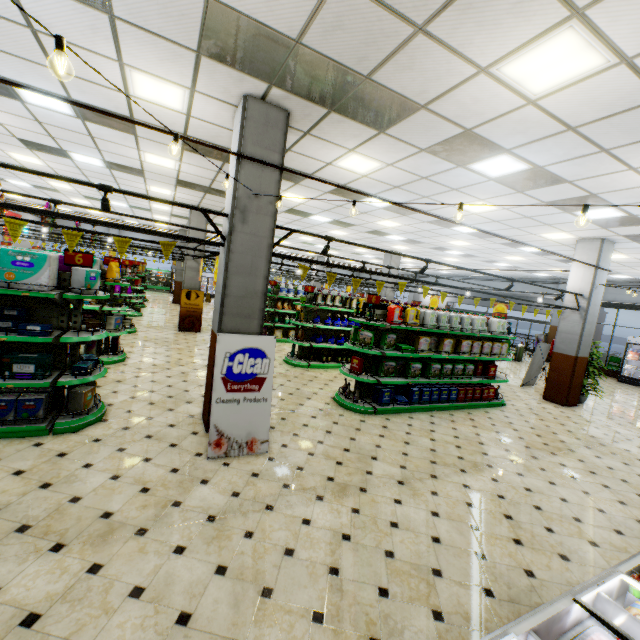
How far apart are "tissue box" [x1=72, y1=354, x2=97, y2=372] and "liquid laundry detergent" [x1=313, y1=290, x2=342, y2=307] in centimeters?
607cm

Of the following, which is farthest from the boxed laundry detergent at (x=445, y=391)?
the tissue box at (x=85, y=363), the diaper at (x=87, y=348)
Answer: the diaper at (x=87, y=348)

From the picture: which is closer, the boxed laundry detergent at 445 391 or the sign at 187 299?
the boxed laundry detergent at 445 391

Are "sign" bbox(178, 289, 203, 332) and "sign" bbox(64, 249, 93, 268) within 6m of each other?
no

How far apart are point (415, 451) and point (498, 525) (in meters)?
1.67

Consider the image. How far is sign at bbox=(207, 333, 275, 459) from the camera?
4.4 meters

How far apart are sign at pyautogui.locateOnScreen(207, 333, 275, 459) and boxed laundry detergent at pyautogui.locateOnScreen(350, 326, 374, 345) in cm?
258

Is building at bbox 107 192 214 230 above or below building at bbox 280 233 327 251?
below
